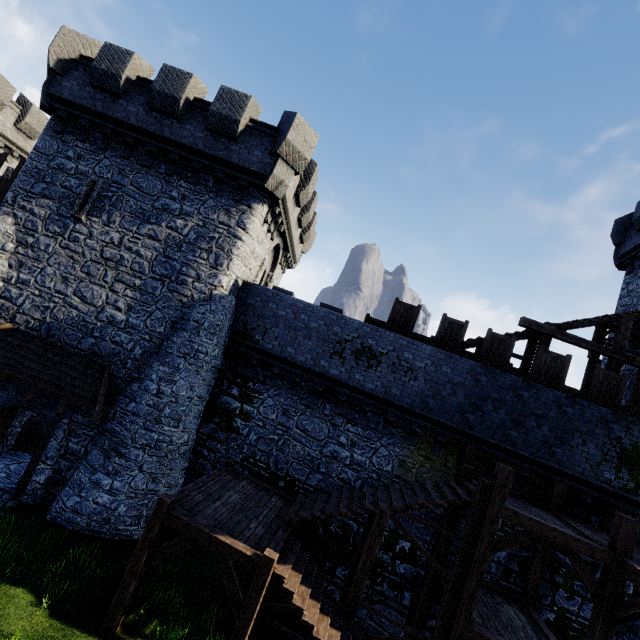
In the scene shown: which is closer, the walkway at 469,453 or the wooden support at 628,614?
the wooden support at 628,614

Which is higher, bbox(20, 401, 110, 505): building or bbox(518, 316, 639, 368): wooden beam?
bbox(518, 316, 639, 368): wooden beam

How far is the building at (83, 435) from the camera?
11.3 meters

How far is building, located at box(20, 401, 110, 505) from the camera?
11.3m

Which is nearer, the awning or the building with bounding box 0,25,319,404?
the awning

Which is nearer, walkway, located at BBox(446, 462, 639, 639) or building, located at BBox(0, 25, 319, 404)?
walkway, located at BBox(446, 462, 639, 639)

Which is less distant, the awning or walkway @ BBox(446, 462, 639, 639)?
walkway @ BBox(446, 462, 639, 639)

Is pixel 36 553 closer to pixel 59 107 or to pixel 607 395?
pixel 59 107
